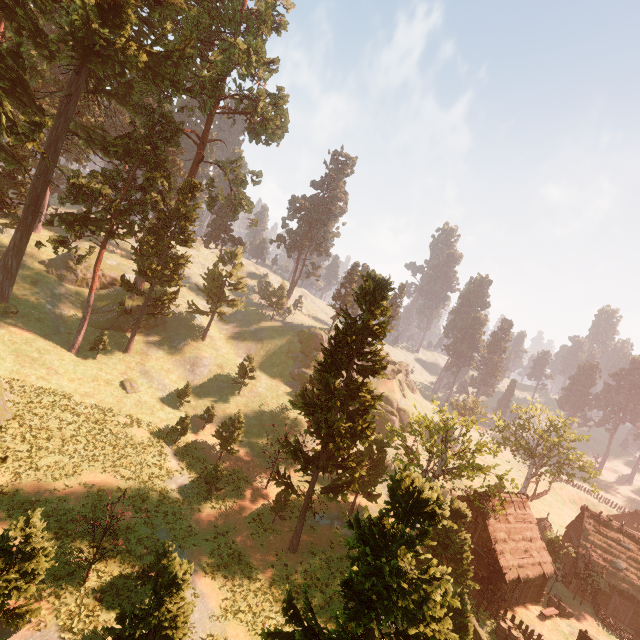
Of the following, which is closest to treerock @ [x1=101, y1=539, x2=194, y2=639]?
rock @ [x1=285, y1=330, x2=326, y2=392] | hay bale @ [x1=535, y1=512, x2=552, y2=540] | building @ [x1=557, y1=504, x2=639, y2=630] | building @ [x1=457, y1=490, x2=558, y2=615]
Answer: building @ [x1=557, y1=504, x2=639, y2=630]

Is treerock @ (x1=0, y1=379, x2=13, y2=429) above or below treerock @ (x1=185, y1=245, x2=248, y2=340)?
below

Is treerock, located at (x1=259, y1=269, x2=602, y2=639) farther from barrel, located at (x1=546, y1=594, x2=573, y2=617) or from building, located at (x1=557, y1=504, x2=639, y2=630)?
barrel, located at (x1=546, y1=594, x2=573, y2=617)

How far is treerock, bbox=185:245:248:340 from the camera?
50.66m

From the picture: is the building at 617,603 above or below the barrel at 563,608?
above

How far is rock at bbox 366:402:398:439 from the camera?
55.1 meters

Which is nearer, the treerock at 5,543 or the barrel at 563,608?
the treerock at 5,543

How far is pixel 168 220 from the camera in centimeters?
4053cm
